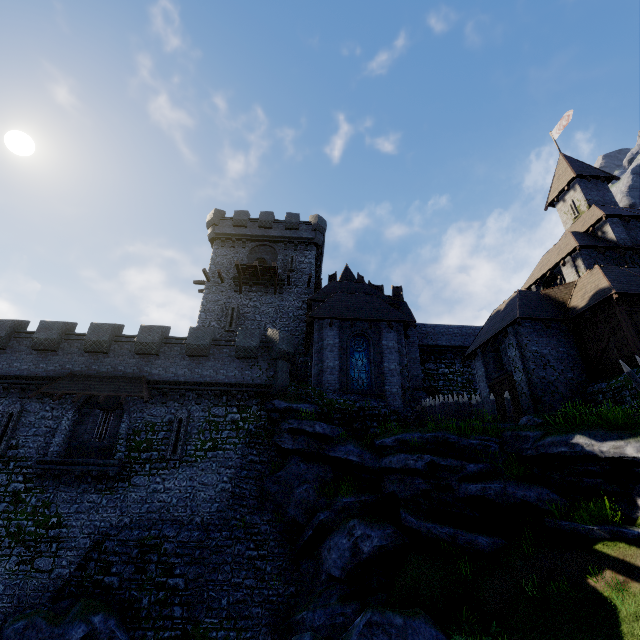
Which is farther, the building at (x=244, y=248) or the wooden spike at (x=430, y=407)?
the building at (x=244, y=248)

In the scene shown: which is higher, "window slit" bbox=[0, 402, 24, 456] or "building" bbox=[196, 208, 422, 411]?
"building" bbox=[196, 208, 422, 411]

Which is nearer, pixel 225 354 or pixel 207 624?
pixel 207 624

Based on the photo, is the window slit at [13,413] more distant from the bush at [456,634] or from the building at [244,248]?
the bush at [456,634]

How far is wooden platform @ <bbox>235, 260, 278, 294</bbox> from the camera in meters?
26.9 m

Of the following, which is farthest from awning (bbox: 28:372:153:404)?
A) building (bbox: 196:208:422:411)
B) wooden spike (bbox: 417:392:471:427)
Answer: wooden spike (bbox: 417:392:471:427)

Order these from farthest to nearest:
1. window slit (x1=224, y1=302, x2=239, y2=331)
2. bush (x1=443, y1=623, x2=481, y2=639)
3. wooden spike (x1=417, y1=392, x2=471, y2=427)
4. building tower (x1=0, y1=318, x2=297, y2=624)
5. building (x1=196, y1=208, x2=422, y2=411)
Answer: window slit (x1=224, y1=302, x2=239, y2=331) → building (x1=196, y1=208, x2=422, y2=411) → wooden spike (x1=417, y1=392, x2=471, y2=427) → building tower (x1=0, y1=318, x2=297, y2=624) → bush (x1=443, y1=623, x2=481, y2=639)

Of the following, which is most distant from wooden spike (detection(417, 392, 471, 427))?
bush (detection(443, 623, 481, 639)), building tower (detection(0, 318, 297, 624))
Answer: bush (detection(443, 623, 481, 639))
